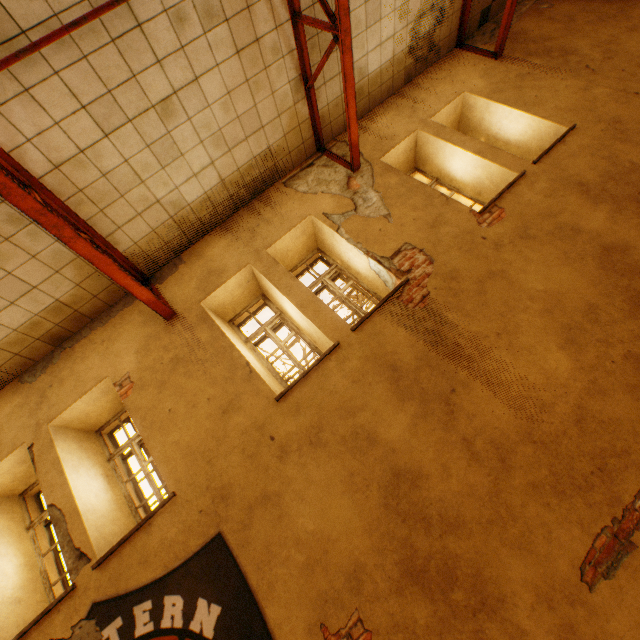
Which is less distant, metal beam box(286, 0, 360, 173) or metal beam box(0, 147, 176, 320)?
metal beam box(0, 147, 176, 320)

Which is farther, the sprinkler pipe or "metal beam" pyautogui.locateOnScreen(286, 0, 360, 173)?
"metal beam" pyautogui.locateOnScreen(286, 0, 360, 173)

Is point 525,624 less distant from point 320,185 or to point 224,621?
point 224,621

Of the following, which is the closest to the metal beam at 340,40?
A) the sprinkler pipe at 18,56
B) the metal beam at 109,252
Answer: the sprinkler pipe at 18,56

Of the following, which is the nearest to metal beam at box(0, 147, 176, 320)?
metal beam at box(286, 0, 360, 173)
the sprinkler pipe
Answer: the sprinkler pipe

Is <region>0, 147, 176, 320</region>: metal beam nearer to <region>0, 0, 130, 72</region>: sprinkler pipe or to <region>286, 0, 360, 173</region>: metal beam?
<region>0, 0, 130, 72</region>: sprinkler pipe
